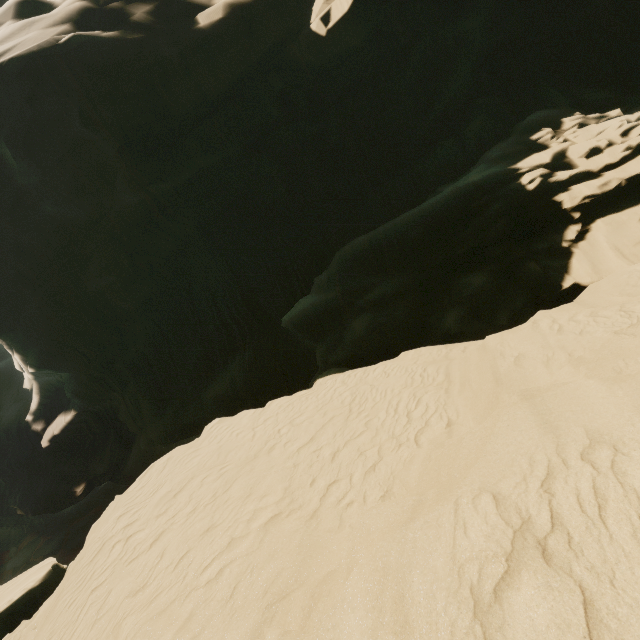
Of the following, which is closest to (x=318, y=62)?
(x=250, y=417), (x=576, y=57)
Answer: (x=576, y=57)
